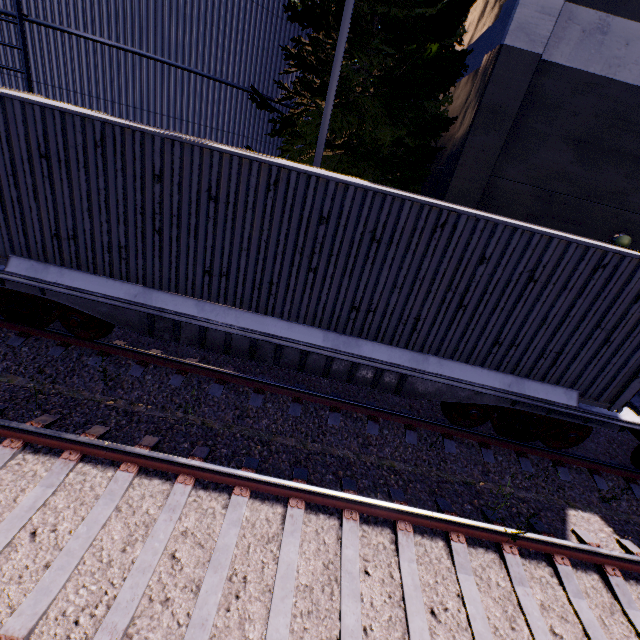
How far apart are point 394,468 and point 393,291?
3.1m

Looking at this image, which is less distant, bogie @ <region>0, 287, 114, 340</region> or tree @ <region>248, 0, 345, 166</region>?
bogie @ <region>0, 287, 114, 340</region>

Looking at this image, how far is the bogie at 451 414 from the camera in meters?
6.0

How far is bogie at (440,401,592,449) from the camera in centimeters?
603cm

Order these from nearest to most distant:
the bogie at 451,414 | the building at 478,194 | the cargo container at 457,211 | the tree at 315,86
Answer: the cargo container at 457,211
the bogie at 451,414
the building at 478,194
the tree at 315,86

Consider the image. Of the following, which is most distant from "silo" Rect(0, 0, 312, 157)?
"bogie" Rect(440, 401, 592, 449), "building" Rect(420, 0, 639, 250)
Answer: "bogie" Rect(440, 401, 592, 449)

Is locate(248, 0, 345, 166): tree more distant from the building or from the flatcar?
the flatcar

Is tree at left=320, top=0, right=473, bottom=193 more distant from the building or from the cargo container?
the cargo container
